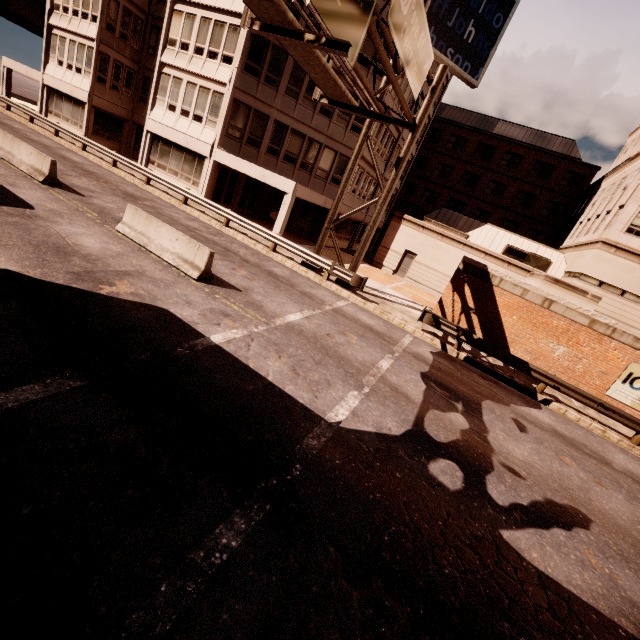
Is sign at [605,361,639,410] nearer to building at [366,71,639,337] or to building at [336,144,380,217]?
building at [366,71,639,337]

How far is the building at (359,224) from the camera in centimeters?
2895cm

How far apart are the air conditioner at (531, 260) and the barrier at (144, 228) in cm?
2375

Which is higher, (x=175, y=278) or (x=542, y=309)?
(x=542, y=309)

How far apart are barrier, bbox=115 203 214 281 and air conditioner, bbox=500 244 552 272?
23.7 meters

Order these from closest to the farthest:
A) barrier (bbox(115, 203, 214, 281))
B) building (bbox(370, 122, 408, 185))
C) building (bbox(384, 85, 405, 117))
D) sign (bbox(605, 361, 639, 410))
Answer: barrier (bbox(115, 203, 214, 281)) < sign (bbox(605, 361, 639, 410)) < building (bbox(384, 85, 405, 117)) < building (bbox(370, 122, 408, 185))

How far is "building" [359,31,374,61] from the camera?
21.17m

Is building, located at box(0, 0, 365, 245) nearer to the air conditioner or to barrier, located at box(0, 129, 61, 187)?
barrier, located at box(0, 129, 61, 187)
